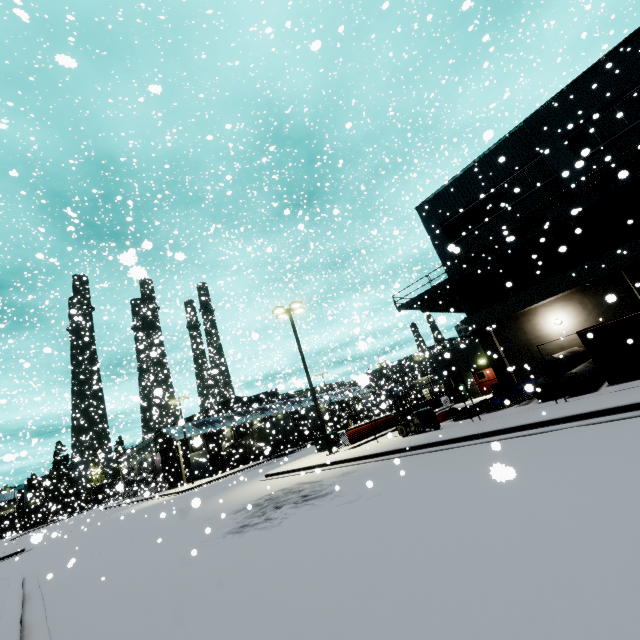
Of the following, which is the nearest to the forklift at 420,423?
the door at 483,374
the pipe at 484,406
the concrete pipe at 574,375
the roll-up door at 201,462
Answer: the pipe at 484,406

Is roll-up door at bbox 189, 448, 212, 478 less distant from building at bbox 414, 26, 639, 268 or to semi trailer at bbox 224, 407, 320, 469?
building at bbox 414, 26, 639, 268

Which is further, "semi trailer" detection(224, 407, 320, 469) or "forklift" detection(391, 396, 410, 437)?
"semi trailer" detection(224, 407, 320, 469)

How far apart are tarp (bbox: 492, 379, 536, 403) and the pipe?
0.07m

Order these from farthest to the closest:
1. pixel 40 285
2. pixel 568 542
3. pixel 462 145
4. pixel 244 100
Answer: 1. pixel 462 145
2. pixel 244 100
3. pixel 40 285
4. pixel 568 542

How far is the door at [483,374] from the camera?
28.6m

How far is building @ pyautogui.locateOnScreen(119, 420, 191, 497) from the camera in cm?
3456

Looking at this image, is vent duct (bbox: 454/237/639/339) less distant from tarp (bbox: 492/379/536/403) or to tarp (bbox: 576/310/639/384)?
tarp (bbox: 576/310/639/384)
